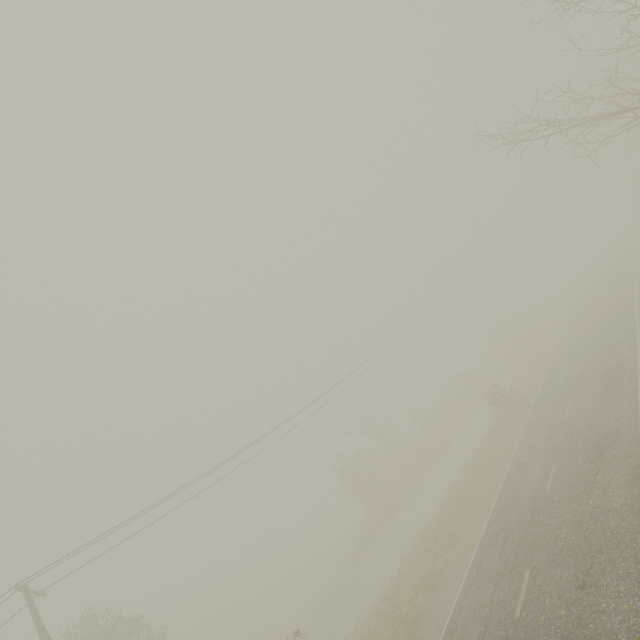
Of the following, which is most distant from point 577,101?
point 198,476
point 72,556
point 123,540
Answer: point 72,556

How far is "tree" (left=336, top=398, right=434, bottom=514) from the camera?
33.66m

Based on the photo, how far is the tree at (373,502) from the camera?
33.7 meters
